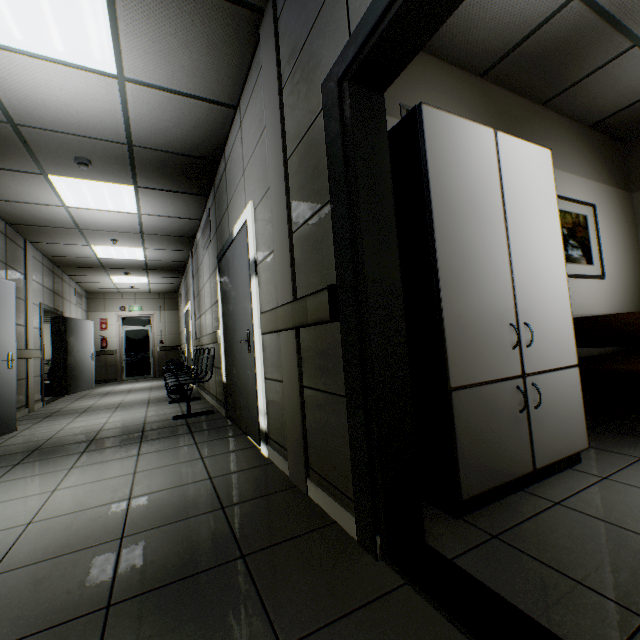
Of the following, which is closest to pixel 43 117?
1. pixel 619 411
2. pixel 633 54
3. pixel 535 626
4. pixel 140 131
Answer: pixel 140 131

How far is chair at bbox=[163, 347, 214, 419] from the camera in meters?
4.5 m

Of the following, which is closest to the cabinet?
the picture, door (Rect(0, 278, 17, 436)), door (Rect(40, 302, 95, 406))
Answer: the picture

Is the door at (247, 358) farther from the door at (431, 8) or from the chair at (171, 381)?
the door at (431, 8)

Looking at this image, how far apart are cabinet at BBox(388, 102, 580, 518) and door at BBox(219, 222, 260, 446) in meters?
1.4 m

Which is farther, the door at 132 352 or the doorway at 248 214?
the door at 132 352

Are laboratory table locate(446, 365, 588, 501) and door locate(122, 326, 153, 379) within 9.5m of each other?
no

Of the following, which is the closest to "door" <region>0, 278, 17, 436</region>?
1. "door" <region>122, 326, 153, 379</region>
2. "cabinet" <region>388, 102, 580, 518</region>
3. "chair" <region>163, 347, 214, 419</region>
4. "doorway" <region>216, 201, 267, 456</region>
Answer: "chair" <region>163, 347, 214, 419</region>
